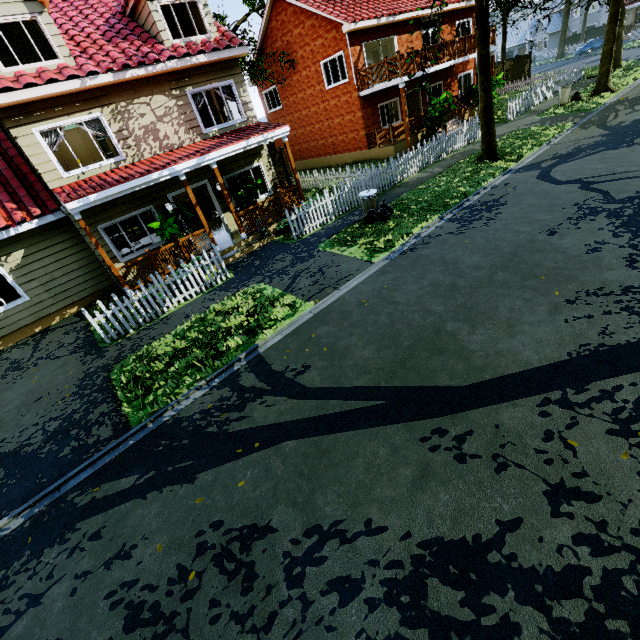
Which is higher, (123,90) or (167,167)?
(123,90)

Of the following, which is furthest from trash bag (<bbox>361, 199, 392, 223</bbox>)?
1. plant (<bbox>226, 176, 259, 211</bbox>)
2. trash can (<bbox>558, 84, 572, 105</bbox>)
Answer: trash can (<bbox>558, 84, 572, 105</bbox>)

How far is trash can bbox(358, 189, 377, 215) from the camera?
11.00m

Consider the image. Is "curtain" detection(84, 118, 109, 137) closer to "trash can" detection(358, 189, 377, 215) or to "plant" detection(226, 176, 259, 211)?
"plant" detection(226, 176, 259, 211)

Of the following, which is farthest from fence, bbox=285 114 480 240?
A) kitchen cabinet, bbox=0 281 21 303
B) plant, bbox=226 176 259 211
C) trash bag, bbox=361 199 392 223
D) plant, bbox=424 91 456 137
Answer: plant, bbox=226 176 259 211

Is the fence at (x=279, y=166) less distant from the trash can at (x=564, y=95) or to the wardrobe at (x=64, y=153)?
the trash can at (x=564, y=95)

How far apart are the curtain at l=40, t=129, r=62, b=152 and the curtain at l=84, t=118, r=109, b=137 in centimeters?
22cm

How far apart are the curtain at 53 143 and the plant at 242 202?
5.03m
